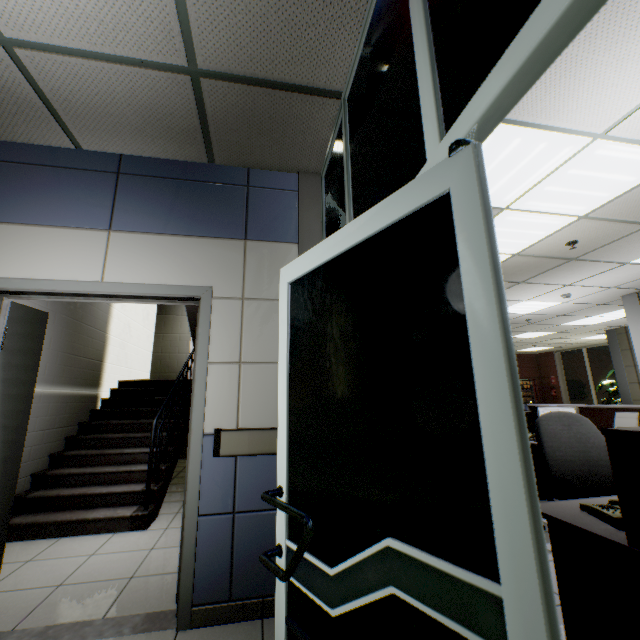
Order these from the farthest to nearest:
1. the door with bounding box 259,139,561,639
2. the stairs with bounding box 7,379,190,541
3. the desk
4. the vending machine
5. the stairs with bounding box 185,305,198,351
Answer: the vending machine, the stairs with bounding box 185,305,198,351, the stairs with bounding box 7,379,190,541, the desk, the door with bounding box 259,139,561,639

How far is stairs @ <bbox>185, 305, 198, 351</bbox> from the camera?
5.0m

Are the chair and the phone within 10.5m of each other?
yes

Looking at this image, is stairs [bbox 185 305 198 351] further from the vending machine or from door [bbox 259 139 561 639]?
the vending machine

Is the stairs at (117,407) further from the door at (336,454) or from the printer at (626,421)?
the printer at (626,421)

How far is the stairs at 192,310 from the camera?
5.0 meters

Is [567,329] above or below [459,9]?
above

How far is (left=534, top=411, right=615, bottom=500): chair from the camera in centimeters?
229cm
